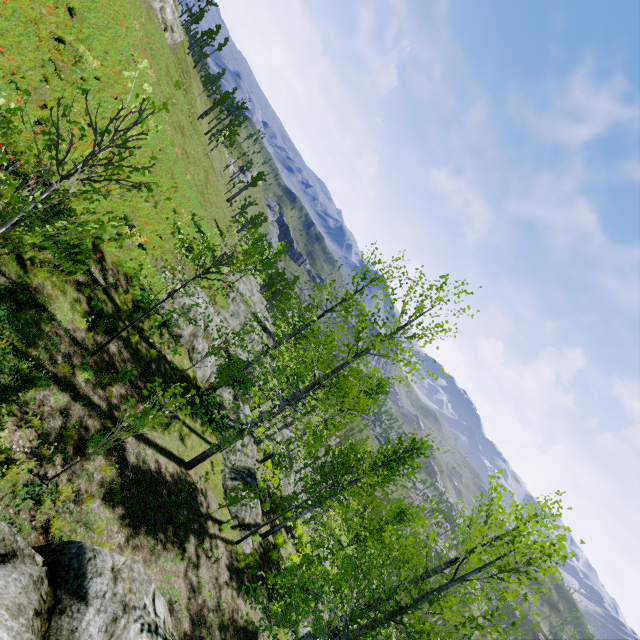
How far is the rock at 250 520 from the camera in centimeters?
1316cm

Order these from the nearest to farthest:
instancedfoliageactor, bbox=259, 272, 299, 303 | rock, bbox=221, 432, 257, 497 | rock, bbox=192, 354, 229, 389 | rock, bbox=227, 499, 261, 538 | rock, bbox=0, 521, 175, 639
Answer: rock, bbox=0, 521, 175, 639, rock, bbox=227, 499, 261, 538, rock, bbox=221, 432, 257, 497, rock, bbox=192, 354, 229, 389, instancedfoliageactor, bbox=259, 272, 299, 303

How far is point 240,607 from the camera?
10.57m

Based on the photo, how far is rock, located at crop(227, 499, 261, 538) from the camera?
13.2 meters

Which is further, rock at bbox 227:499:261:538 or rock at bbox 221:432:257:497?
rock at bbox 221:432:257:497

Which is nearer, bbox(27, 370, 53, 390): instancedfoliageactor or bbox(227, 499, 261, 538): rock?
bbox(27, 370, 53, 390): instancedfoliageactor

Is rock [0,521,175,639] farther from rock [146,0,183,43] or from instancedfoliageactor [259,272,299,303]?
rock [146,0,183,43]

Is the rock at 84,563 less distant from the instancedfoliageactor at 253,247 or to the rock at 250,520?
the rock at 250,520
